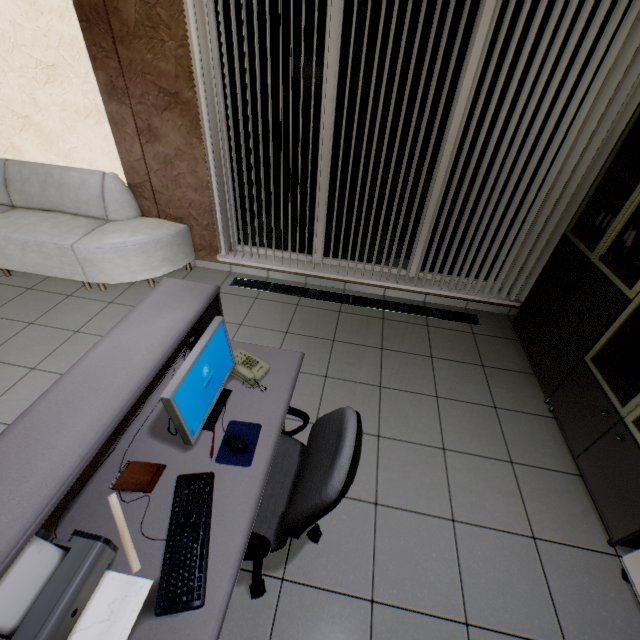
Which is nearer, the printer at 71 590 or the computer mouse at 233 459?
the printer at 71 590

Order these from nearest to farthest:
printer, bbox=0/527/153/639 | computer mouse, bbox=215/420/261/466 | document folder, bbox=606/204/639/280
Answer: printer, bbox=0/527/153/639 < computer mouse, bbox=215/420/261/466 < document folder, bbox=606/204/639/280

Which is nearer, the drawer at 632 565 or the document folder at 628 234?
the drawer at 632 565

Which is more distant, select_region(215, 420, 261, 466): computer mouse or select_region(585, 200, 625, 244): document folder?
select_region(585, 200, 625, 244): document folder

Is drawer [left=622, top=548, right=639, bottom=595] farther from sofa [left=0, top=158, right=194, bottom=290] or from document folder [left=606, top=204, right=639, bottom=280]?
sofa [left=0, top=158, right=194, bottom=290]

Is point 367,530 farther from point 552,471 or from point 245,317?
point 245,317

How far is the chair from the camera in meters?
1.2 m

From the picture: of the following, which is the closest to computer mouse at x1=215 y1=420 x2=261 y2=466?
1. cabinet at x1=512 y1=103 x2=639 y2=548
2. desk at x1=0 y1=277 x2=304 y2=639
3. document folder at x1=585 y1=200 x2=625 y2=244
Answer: desk at x1=0 y1=277 x2=304 y2=639
